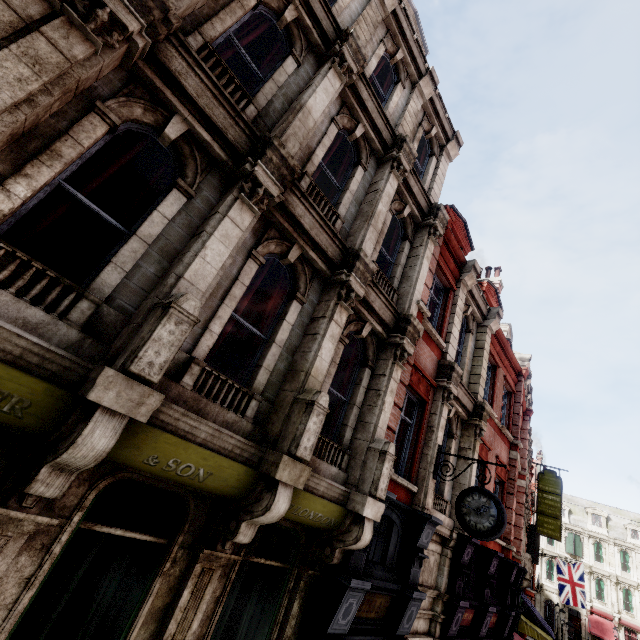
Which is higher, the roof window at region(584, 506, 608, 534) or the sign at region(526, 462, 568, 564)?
the roof window at region(584, 506, 608, 534)

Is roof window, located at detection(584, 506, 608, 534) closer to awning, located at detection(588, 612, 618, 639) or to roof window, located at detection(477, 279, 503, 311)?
awning, located at detection(588, 612, 618, 639)

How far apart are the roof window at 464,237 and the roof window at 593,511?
52.2 meters

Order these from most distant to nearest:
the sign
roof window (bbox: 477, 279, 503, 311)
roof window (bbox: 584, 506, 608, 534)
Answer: roof window (bbox: 584, 506, 608, 534)
the sign
roof window (bbox: 477, 279, 503, 311)

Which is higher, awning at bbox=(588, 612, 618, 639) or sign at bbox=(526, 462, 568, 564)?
sign at bbox=(526, 462, 568, 564)

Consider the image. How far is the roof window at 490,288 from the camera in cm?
1534

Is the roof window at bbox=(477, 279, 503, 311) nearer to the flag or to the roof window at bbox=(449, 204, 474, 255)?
the roof window at bbox=(449, 204, 474, 255)

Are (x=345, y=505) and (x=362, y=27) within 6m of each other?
no
